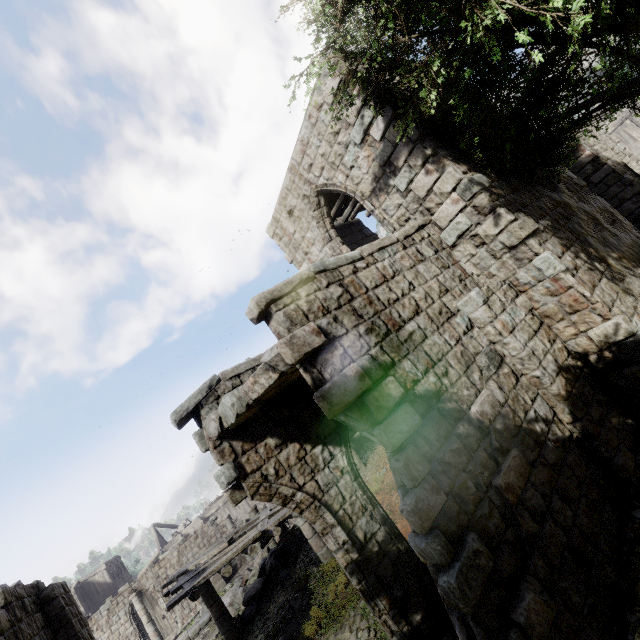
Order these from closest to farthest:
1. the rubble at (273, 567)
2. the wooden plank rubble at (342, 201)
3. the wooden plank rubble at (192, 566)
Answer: the wooden plank rubble at (192, 566)
the wooden plank rubble at (342, 201)
the rubble at (273, 567)

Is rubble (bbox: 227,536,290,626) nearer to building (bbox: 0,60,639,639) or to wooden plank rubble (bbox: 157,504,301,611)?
building (bbox: 0,60,639,639)

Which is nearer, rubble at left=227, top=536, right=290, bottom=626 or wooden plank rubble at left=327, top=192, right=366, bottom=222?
wooden plank rubble at left=327, top=192, right=366, bottom=222

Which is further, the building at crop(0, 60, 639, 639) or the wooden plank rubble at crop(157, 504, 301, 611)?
the wooden plank rubble at crop(157, 504, 301, 611)

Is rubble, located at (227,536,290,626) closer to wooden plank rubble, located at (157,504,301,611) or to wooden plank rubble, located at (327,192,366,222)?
wooden plank rubble, located at (157,504,301,611)

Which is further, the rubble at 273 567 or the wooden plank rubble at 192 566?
the rubble at 273 567

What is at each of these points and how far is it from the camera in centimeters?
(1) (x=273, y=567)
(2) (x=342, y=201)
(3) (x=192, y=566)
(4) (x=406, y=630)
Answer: (1) rubble, 1380cm
(2) wooden plank rubble, 1203cm
(3) wooden plank rubble, 1166cm
(4) building, 589cm

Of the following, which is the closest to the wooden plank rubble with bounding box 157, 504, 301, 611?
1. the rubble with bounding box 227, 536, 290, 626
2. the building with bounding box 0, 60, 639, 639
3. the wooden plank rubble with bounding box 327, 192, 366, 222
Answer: the building with bounding box 0, 60, 639, 639
